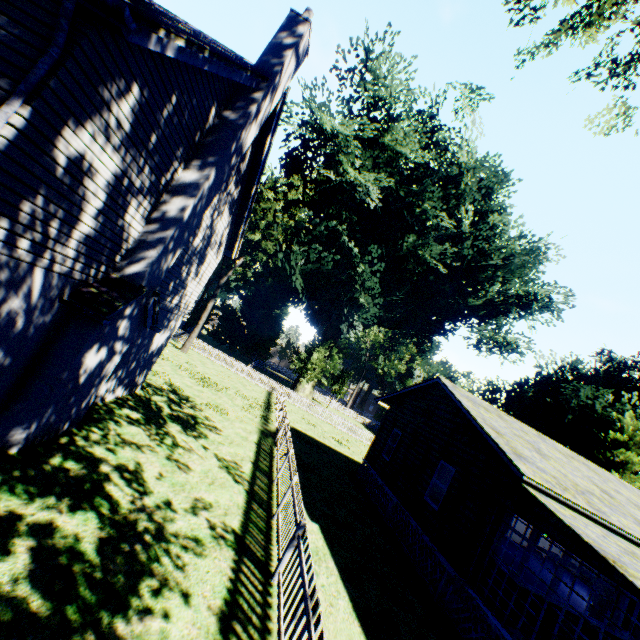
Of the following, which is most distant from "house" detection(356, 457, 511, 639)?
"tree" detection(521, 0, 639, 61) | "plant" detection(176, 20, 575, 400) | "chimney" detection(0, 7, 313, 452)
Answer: "chimney" detection(0, 7, 313, 452)

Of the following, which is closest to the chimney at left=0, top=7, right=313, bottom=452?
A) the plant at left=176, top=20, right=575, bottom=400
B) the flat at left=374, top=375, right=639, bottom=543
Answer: the flat at left=374, top=375, right=639, bottom=543

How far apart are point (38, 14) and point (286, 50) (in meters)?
5.96

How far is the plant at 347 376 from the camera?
50.6 meters

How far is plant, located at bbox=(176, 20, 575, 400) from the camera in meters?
29.1 m

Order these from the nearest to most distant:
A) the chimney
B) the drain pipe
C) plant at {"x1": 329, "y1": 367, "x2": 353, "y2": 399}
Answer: the drain pipe, the chimney, plant at {"x1": 329, "y1": 367, "x2": 353, "y2": 399}

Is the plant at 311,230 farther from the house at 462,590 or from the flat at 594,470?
the house at 462,590
